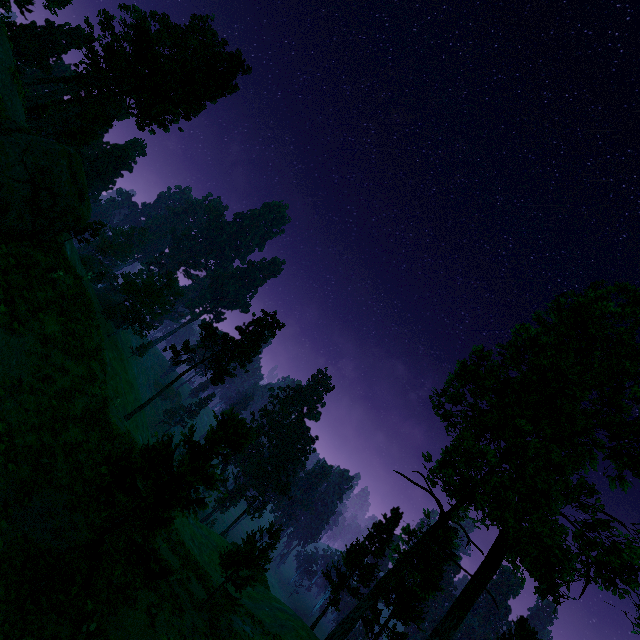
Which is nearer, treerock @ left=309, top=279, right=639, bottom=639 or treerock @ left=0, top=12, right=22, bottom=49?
treerock @ left=0, top=12, right=22, bottom=49

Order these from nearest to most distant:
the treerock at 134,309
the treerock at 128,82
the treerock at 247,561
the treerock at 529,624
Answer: the treerock at 128,82, the treerock at 247,561, the treerock at 529,624, the treerock at 134,309

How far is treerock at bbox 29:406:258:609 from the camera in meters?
10.9

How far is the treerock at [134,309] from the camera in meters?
51.2

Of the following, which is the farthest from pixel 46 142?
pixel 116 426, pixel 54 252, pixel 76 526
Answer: pixel 116 426

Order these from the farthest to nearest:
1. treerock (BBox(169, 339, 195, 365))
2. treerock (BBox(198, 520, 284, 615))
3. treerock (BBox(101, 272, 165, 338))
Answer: treerock (BBox(101, 272, 165, 338)) → treerock (BBox(169, 339, 195, 365)) → treerock (BBox(198, 520, 284, 615))
